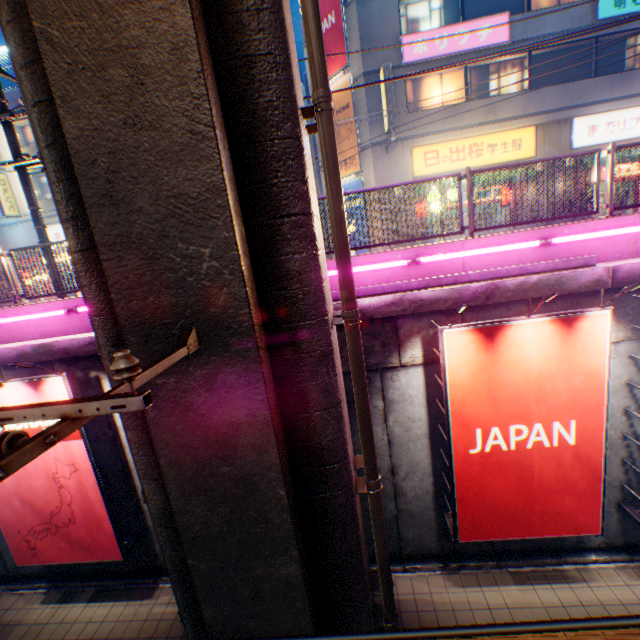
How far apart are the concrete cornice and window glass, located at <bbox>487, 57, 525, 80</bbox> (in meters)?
13.21

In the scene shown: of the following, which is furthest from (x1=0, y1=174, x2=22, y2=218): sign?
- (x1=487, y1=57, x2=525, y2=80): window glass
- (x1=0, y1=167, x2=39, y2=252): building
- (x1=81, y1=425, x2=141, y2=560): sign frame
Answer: (x1=487, y1=57, x2=525, y2=80): window glass

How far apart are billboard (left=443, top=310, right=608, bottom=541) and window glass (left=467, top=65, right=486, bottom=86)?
14.07m

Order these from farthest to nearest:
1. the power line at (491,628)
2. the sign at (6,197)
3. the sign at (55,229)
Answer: the sign at (55,229) → the sign at (6,197) → the power line at (491,628)

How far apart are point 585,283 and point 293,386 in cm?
533

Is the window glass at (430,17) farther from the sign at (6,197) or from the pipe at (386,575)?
the sign at (6,197)

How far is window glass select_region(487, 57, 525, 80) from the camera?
14.7m

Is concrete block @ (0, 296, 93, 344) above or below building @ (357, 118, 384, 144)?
below
